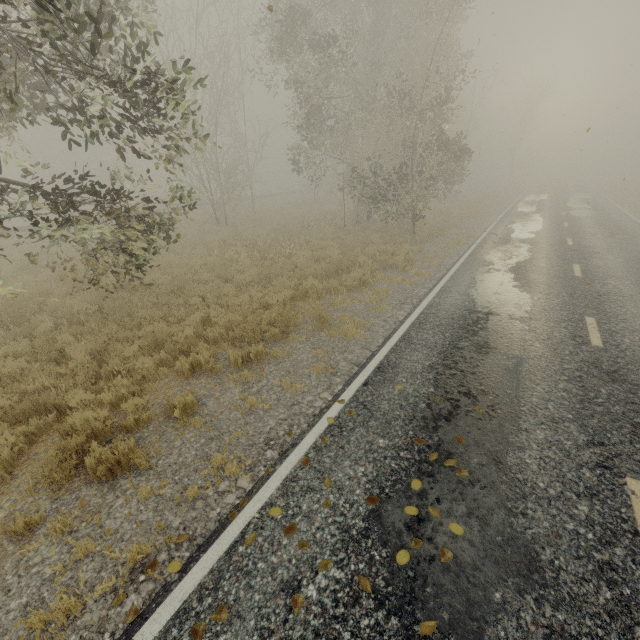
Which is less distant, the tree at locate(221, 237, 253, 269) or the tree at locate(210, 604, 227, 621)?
the tree at locate(210, 604, 227, 621)

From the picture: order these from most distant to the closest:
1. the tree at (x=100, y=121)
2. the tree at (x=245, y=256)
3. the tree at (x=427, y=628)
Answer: the tree at (x=245, y=256), the tree at (x=100, y=121), the tree at (x=427, y=628)

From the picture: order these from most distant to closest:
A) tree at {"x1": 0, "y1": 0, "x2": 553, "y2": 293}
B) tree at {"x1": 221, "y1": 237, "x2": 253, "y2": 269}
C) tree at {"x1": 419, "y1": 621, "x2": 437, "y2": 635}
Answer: tree at {"x1": 221, "y1": 237, "x2": 253, "y2": 269} → tree at {"x1": 0, "y1": 0, "x2": 553, "y2": 293} → tree at {"x1": 419, "y1": 621, "x2": 437, "y2": 635}

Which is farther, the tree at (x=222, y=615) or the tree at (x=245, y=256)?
the tree at (x=245, y=256)

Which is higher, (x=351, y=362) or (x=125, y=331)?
(x=125, y=331)

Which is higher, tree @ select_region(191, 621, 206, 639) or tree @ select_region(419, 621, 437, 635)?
tree @ select_region(419, 621, 437, 635)
